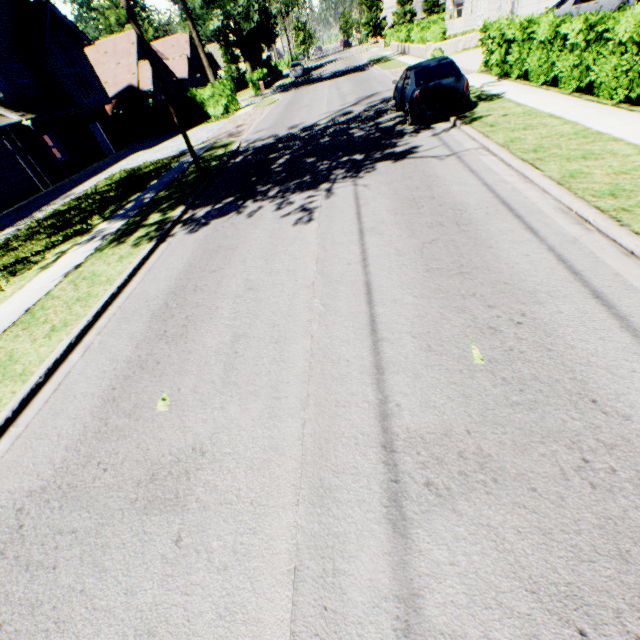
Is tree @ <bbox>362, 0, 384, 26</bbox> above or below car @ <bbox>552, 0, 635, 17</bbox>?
above

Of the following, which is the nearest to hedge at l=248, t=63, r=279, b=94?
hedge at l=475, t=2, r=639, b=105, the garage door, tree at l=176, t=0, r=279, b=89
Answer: tree at l=176, t=0, r=279, b=89

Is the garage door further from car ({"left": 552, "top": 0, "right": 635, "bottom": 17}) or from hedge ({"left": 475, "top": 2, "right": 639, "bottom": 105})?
car ({"left": 552, "top": 0, "right": 635, "bottom": 17})

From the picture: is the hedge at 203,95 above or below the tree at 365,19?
below

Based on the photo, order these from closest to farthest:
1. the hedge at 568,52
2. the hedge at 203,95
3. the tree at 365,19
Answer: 1. the hedge at 568,52
2. the hedge at 203,95
3. the tree at 365,19

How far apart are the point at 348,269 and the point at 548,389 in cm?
335

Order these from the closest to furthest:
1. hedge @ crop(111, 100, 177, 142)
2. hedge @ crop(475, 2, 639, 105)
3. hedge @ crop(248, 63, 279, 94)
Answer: hedge @ crop(475, 2, 639, 105) < hedge @ crop(111, 100, 177, 142) < hedge @ crop(248, 63, 279, 94)

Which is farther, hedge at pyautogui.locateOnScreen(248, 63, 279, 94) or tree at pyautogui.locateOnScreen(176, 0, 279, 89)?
hedge at pyautogui.locateOnScreen(248, 63, 279, 94)
